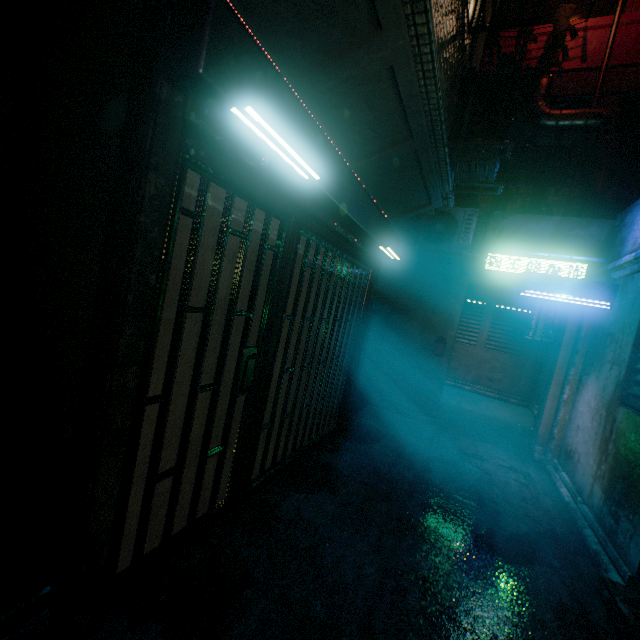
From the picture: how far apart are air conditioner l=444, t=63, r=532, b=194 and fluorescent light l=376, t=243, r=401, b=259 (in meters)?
1.03

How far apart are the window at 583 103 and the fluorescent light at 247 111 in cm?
597

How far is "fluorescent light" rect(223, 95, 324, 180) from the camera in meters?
1.3 m

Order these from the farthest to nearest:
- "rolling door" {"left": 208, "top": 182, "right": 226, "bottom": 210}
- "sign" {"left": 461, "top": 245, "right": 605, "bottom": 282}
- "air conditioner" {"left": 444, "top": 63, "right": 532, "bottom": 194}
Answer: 1. "sign" {"left": 461, "top": 245, "right": 605, "bottom": 282}
2. "air conditioner" {"left": 444, "top": 63, "right": 532, "bottom": 194}
3. "rolling door" {"left": 208, "top": 182, "right": 226, "bottom": 210}

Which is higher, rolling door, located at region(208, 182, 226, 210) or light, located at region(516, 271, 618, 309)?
light, located at region(516, 271, 618, 309)

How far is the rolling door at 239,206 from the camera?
1.95m

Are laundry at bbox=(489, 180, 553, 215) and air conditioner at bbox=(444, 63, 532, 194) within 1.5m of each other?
no

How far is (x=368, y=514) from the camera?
2.84m
